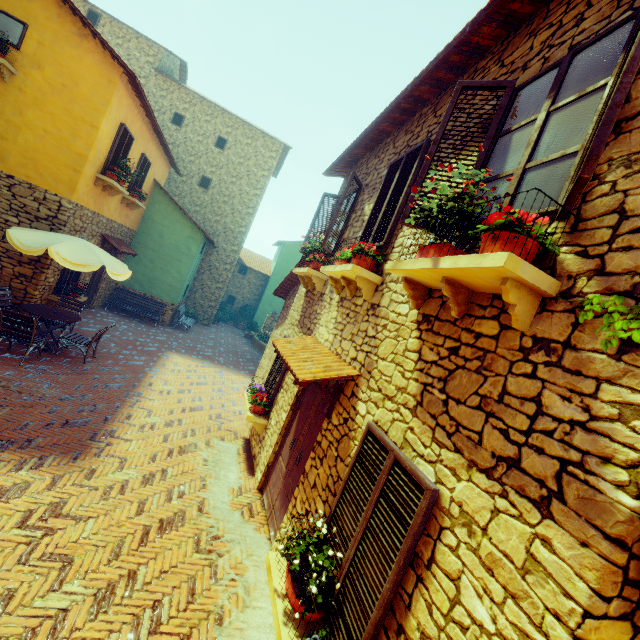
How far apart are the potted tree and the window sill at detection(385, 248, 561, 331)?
21.0m

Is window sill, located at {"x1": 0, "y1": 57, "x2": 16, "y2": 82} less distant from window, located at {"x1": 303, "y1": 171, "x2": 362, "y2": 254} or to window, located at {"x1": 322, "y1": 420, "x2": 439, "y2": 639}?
window, located at {"x1": 303, "y1": 171, "x2": 362, "y2": 254}

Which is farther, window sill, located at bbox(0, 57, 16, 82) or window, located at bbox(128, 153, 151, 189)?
window, located at bbox(128, 153, 151, 189)

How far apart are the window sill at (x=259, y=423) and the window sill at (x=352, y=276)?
3.0 meters

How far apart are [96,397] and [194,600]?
5.0 meters

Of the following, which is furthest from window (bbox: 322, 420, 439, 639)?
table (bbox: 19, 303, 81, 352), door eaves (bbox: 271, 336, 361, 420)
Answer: table (bbox: 19, 303, 81, 352)

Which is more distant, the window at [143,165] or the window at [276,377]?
the window at [143,165]

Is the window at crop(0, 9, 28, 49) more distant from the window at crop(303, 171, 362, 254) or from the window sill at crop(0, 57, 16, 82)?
the window at crop(303, 171, 362, 254)
